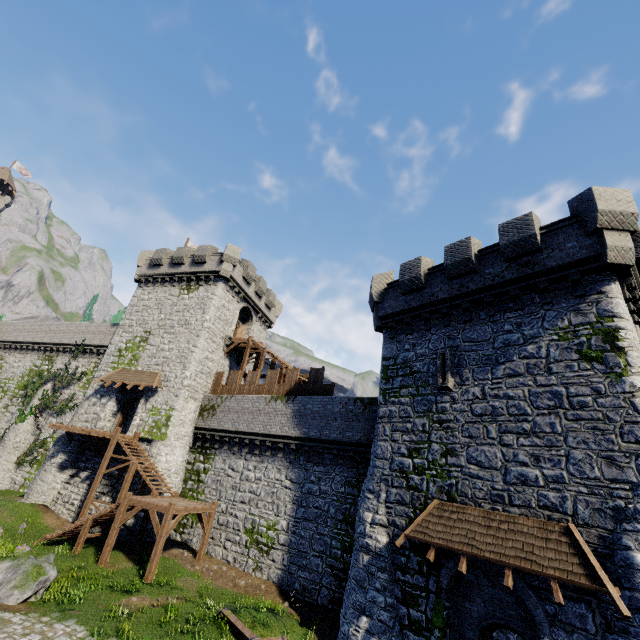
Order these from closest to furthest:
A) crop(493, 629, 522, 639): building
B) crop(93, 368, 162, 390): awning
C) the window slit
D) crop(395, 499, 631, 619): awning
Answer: crop(395, 499, 631, 619): awning, the window slit, crop(493, 629, 522, 639): building, crop(93, 368, 162, 390): awning

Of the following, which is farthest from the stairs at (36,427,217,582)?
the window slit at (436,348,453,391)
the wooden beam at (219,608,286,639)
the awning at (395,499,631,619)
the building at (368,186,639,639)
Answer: the window slit at (436,348,453,391)

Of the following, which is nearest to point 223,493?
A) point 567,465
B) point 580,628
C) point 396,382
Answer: point 396,382

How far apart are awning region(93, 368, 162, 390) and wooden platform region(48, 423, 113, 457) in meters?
3.1

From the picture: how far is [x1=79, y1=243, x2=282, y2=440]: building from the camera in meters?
24.6 m

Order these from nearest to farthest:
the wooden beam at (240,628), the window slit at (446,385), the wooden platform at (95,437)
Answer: the wooden beam at (240,628), the window slit at (446,385), the wooden platform at (95,437)

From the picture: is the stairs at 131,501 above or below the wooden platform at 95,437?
below

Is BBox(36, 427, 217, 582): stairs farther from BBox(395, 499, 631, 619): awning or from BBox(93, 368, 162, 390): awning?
BBox(395, 499, 631, 619): awning
